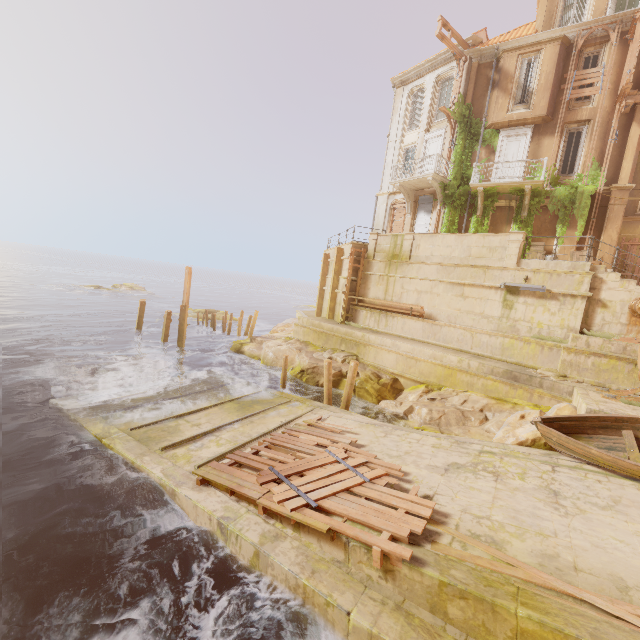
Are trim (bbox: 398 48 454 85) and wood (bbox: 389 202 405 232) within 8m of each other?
no

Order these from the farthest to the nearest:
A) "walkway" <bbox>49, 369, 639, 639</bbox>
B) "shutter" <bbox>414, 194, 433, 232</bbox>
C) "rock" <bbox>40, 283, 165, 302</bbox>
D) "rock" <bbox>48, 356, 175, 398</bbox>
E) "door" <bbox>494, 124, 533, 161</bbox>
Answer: "rock" <bbox>40, 283, 165, 302</bbox> < "shutter" <bbox>414, 194, 433, 232</bbox> < "door" <bbox>494, 124, 533, 161</bbox> < "rock" <bbox>48, 356, 175, 398</bbox> < "walkway" <bbox>49, 369, 639, 639</bbox>

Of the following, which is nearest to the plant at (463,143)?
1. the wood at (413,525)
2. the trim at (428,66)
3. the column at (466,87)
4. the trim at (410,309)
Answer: the column at (466,87)

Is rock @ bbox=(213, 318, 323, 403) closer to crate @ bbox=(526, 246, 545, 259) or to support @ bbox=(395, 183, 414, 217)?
crate @ bbox=(526, 246, 545, 259)

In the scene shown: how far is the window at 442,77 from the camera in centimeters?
2123cm

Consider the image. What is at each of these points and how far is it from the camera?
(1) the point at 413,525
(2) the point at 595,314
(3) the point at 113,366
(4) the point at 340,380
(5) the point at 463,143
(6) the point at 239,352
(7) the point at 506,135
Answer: (1) wood, 5.69m
(2) stairs, 12.48m
(3) rock, 16.56m
(4) rock, 16.16m
(5) plant, 20.03m
(6) rock, 20.56m
(7) door, 18.83m

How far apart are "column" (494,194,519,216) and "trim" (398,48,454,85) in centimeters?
927cm

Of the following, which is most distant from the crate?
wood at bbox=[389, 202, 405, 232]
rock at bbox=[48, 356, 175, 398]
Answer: rock at bbox=[48, 356, 175, 398]
